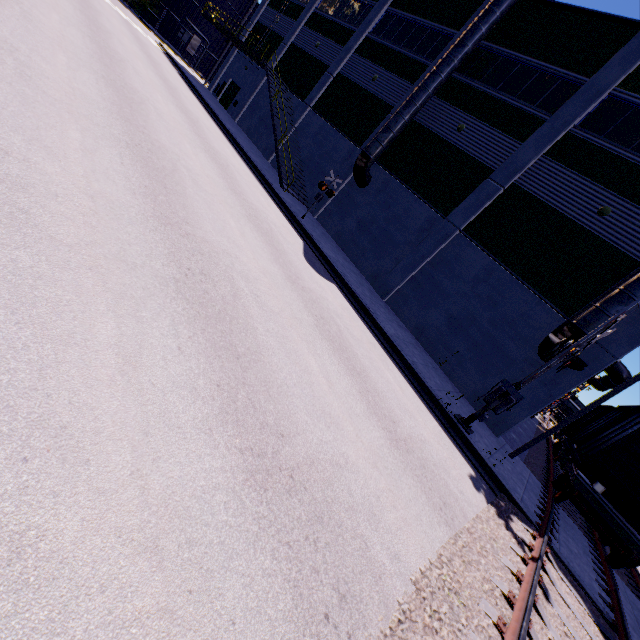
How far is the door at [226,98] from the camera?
31.1 meters

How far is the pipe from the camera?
19.7 meters

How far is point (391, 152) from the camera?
18.8 meters

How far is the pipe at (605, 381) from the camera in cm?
1972

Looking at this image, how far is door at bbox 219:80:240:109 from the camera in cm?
3113

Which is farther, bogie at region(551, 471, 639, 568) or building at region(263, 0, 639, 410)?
building at region(263, 0, 639, 410)

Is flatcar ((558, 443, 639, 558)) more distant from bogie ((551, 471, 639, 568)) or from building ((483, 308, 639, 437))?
building ((483, 308, 639, 437))

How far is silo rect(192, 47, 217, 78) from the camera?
45.47m
